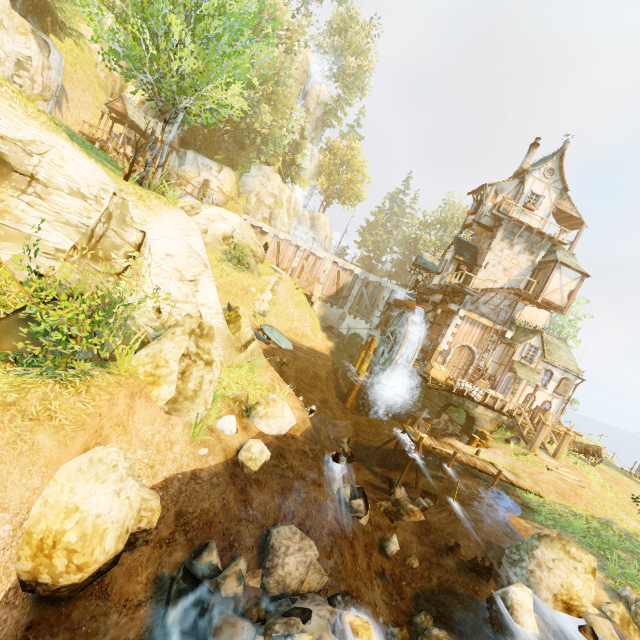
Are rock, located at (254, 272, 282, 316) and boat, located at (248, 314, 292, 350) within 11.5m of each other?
yes

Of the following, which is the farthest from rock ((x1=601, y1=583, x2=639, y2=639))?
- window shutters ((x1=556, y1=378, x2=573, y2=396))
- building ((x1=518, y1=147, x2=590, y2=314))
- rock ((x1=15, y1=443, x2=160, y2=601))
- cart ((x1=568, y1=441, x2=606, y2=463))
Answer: window shutters ((x1=556, y1=378, x2=573, y2=396))

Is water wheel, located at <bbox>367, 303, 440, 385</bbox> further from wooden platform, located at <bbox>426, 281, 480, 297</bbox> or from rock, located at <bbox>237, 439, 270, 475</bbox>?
rock, located at <bbox>237, 439, 270, 475</bbox>

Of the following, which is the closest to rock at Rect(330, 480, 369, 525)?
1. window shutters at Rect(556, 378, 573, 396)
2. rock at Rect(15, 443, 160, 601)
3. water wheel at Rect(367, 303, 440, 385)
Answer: rock at Rect(15, 443, 160, 601)

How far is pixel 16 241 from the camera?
7.55m

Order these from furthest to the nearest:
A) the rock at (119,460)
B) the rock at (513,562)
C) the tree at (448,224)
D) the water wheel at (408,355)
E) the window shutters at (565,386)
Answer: the tree at (448,224) → the window shutters at (565,386) → the water wheel at (408,355) → the rock at (513,562) → the rock at (119,460)

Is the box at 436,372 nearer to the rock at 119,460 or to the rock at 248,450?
the rock at 248,450

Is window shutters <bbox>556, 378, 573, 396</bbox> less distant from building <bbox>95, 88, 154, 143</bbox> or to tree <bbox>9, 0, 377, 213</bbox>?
tree <bbox>9, 0, 377, 213</bbox>
